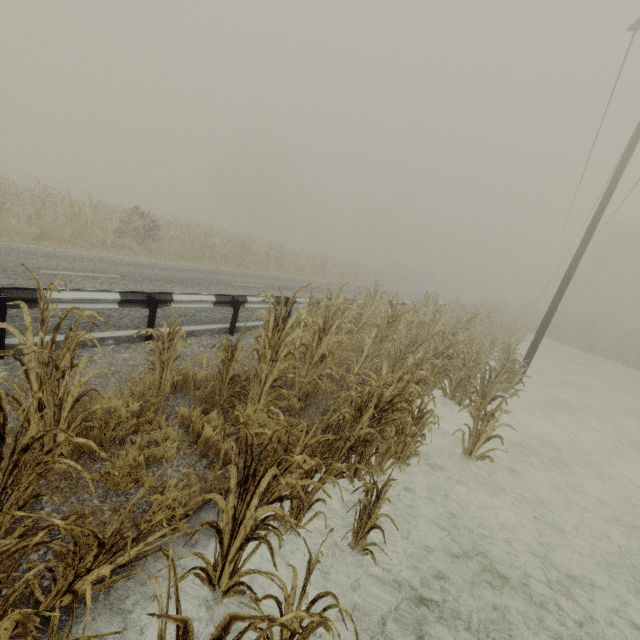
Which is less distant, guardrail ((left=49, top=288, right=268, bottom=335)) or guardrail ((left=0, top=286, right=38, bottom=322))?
guardrail ((left=0, top=286, right=38, bottom=322))

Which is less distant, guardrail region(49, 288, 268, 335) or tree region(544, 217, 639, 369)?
guardrail region(49, 288, 268, 335)

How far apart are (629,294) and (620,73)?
42.0 meters

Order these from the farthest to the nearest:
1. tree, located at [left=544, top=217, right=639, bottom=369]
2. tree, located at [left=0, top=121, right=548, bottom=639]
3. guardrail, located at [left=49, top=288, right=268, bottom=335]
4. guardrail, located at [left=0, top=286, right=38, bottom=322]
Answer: tree, located at [left=544, top=217, right=639, bottom=369] < guardrail, located at [left=49, top=288, right=268, bottom=335] < guardrail, located at [left=0, top=286, right=38, bottom=322] < tree, located at [left=0, top=121, right=548, bottom=639]

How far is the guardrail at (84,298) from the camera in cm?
497

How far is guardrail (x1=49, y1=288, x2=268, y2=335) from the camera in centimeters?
497cm

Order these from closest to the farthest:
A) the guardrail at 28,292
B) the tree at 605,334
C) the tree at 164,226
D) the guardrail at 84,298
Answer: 1. the tree at 164,226
2. the guardrail at 28,292
3. the guardrail at 84,298
4. the tree at 605,334
